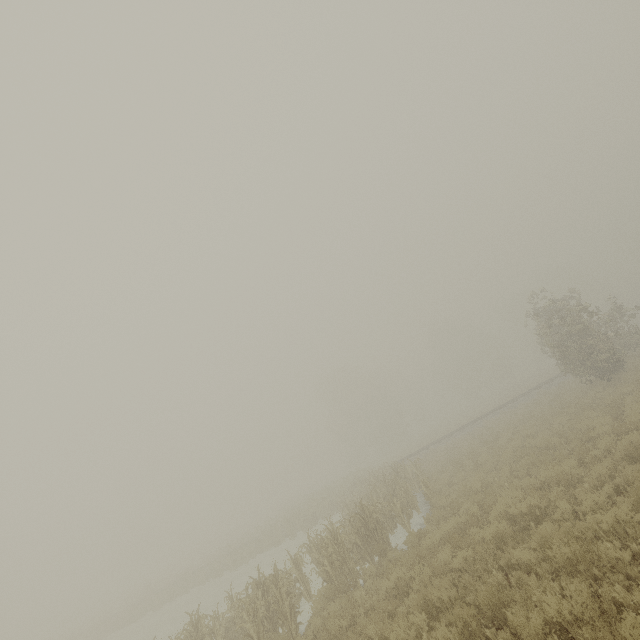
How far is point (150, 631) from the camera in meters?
24.1
